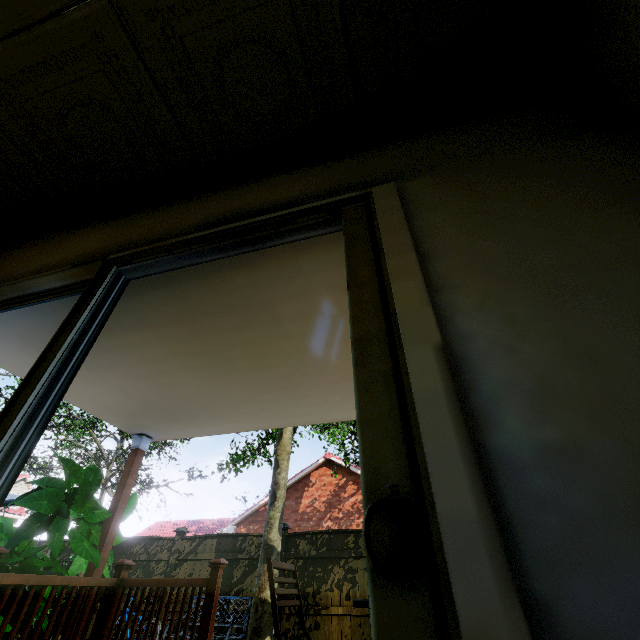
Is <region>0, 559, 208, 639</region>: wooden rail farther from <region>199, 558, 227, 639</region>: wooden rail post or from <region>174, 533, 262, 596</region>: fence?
<region>174, 533, 262, 596</region>: fence

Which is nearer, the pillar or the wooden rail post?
the wooden rail post

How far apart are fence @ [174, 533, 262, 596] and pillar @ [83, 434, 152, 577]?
5.5m

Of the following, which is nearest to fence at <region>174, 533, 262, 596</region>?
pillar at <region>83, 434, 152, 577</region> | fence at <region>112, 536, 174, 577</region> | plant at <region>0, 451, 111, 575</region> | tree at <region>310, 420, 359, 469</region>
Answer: fence at <region>112, 536, 174, 577</region>

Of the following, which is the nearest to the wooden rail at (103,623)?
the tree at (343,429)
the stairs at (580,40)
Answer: the tree at (343,429)

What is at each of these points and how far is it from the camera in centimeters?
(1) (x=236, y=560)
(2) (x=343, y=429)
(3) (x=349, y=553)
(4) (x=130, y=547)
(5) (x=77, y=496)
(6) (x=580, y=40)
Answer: (1) fence, 831cm
(2) tree, 2156cm
(3) fence, 773cm
(4) fence, 925cm
(5) plant, 350cm
(6) stairs, 141cm

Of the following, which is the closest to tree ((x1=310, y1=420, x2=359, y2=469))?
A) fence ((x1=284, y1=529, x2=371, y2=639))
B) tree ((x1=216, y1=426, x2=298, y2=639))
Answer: tree ((x1=216, y1=426, x2=298, y2=639))

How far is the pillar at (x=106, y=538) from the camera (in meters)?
3.67
